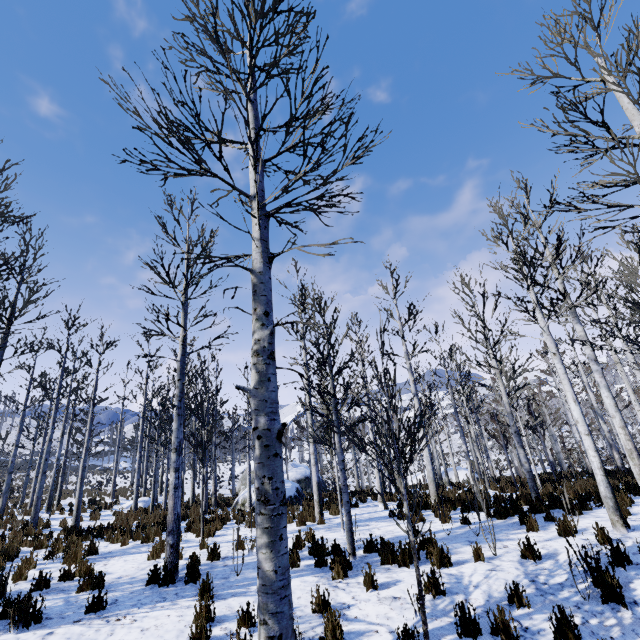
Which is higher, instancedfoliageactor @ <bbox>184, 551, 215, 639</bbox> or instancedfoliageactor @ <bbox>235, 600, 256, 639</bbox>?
instancedfoliageactor @ <bbox>184, 551, 215, 639</bbox>

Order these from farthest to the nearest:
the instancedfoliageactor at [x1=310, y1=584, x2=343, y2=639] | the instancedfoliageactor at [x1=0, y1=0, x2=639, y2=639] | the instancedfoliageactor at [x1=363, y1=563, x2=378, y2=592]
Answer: the instancedfoliageactor at [x1=363, y1=563, x2=378, y2=592] < the instancedfoliageactor at [x1=310, y1=584, x2=343, y2=639] < the instancedfoliageactor at [x1=0, y1=0, x2=639, y2=639]

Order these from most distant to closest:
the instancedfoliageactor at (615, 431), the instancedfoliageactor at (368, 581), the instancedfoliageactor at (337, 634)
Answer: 1. the instancedfoliageactor at (368, 581)
2. the instancedfoliageactor at (337, 634)
3. the instancedfoliageactor at (615, 431)

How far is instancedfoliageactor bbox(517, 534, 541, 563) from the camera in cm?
548

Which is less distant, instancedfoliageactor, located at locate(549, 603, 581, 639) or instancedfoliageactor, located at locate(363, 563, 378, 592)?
instancedfoliageactor, located at locate(549, 603, 581, 639)

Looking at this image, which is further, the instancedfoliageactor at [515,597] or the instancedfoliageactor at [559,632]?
the instancedfoliageactor at [515,597]

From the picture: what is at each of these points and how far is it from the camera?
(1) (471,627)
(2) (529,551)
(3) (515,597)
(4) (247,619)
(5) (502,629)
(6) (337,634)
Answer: (1) instancedfoliageactor, 3.83m
(2) instancedfoliageactor, 5.55m
(3) instancedfoliageactor, 4.34m
(4) instancedfoliageactor, 4.31m
(5) instancedfoliageactor, 3.79m
(6) instancedfoliageactor, 3.94m
